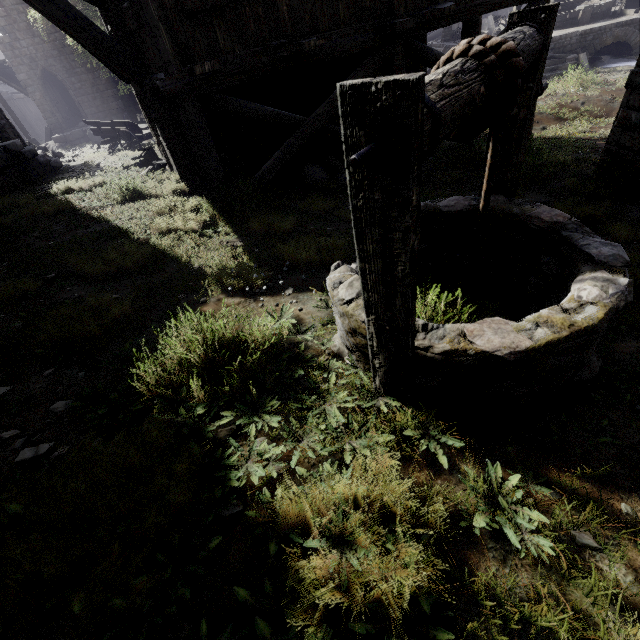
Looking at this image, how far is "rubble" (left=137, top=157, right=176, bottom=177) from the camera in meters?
9.5 m

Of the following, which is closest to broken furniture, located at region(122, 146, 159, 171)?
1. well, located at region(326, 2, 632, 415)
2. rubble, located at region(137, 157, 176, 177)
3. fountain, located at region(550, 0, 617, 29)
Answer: rubble, located at region(137, 157, 176, 177)

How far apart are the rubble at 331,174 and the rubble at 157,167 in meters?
4.0

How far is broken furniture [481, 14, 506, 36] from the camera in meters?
20.3 m

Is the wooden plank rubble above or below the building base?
above

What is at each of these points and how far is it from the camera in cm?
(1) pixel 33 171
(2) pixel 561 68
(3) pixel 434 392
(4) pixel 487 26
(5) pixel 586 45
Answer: (1) building, 1103
(2) stairs, 1664
(3) well, 204
(4) broken furniture, 2147
(5) building base, 1689

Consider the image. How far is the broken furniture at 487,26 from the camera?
20.3m

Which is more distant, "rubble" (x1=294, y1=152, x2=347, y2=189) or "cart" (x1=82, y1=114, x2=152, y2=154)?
"cart" (x1=82, y1=114, x2=152, y2=154)
